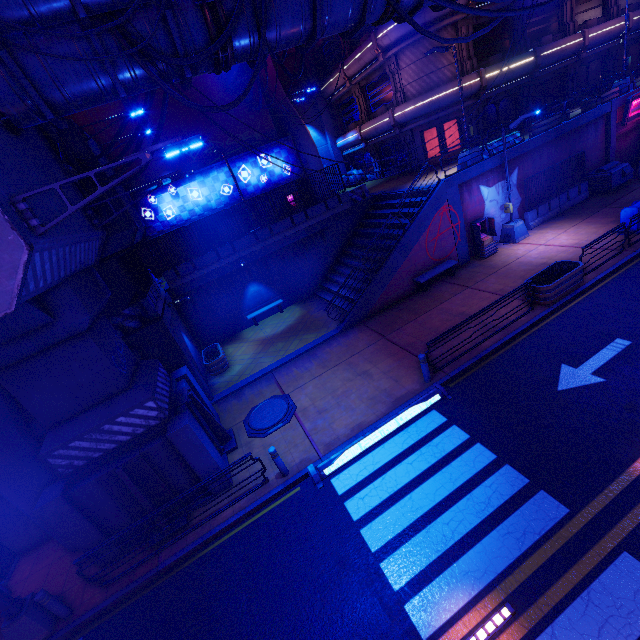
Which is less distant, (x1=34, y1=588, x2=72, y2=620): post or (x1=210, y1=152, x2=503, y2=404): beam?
(x1=34, y1=588, x2=72, y2=620): post

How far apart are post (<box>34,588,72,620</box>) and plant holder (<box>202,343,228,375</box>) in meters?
9.3

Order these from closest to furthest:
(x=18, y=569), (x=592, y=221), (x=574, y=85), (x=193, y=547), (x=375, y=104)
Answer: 1. (x=193, y=547)
2. (x=18, y=569)
3. (x=592, y=221)
4. (x=574, y=85)
5. (x=375, y=104)

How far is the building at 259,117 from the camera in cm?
2334

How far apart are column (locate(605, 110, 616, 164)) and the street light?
8.22m

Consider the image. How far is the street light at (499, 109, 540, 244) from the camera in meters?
14.9 m

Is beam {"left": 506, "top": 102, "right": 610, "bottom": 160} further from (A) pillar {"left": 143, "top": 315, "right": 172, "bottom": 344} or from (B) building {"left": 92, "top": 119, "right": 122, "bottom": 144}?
(B) building {"left": 92, "top": 119, "right": 122, "bottom": 144}

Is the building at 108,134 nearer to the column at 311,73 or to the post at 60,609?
the column at 311,73
